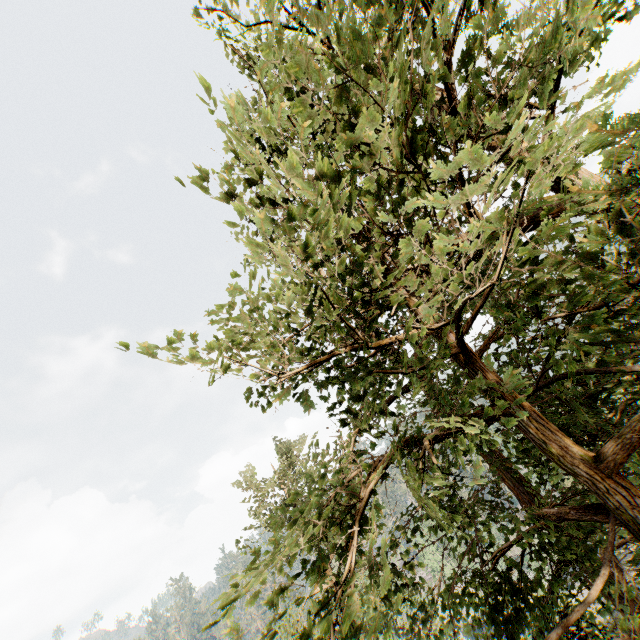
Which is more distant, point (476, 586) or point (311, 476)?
point (476, 586)

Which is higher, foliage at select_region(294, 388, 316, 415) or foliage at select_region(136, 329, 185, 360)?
foliage at select_region(136, 329, 185, 360)

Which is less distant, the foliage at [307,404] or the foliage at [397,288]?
the foliage at [397,288]

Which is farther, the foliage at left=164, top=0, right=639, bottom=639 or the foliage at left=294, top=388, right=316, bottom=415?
the foliage at left=294, top=388, right=316, bottom=415

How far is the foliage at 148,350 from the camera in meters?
2.4 m

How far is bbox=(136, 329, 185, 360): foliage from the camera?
2.43m
